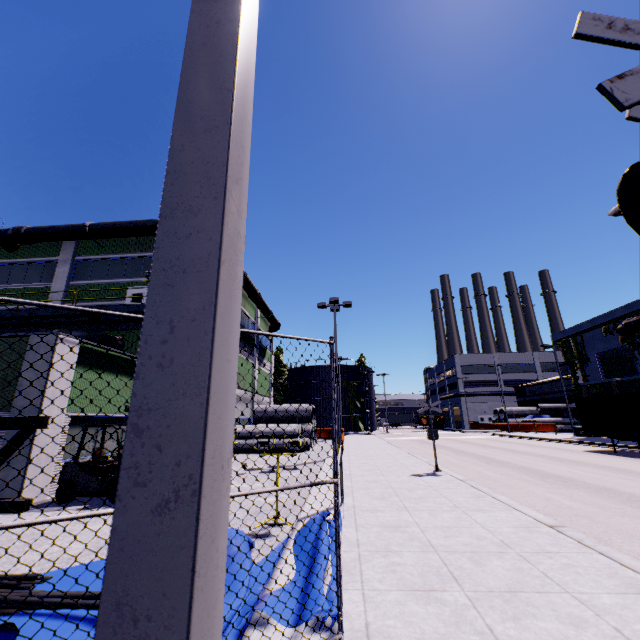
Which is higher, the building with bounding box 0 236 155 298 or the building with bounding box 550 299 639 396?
the building with bounding box 0 236 155 298

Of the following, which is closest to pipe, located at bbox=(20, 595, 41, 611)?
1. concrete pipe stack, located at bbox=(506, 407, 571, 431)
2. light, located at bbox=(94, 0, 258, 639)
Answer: light, located at bbox=(94, 0, 258, 639)

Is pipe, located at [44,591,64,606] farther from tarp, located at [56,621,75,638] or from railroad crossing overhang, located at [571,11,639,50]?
railroad crossing overhang, located at [571,11,639,50]

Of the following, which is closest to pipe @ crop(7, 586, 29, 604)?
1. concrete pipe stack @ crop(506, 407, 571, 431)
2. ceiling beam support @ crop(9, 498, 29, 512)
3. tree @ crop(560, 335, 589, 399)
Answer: ceiling beam support @ crop(9, 498, 29, 512)

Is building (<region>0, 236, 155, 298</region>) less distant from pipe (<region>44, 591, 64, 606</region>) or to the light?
the light

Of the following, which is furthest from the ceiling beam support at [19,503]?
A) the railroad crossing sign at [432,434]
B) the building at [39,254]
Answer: the railroad crossing sign at [432,434]

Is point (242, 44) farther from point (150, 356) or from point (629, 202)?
point (629, 202)

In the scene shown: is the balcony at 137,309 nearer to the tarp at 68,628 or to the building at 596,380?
the building at 596,380
